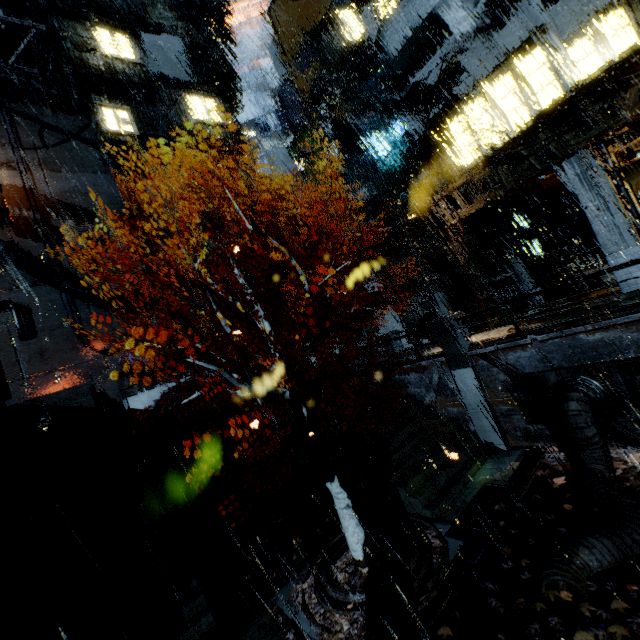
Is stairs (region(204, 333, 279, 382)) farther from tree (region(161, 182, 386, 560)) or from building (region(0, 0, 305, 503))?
tree (region(161, 182, 386, 560))

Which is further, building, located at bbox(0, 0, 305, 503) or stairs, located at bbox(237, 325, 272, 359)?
building, located at bbox(0, 0, 305, 503)

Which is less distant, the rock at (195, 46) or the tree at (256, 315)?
the tree at (256, 315)

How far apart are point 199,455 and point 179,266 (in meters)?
17.10

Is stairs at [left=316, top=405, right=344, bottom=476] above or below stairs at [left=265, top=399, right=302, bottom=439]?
below

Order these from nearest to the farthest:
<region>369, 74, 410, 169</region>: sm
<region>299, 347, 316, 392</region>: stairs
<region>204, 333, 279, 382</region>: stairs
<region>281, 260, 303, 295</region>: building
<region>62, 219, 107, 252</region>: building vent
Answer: <region>299, 347, 316, 392</region>: stairs → <region>204, 333, 279, 382</region>: stairs → <region>369, 74, 410, 169</region>: sm → <region>62, 219, 107, 252</region>: building vent → <region>281, 260, 303, 295</region>: building

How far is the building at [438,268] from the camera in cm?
2609

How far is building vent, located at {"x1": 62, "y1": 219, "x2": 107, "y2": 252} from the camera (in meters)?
25.47
